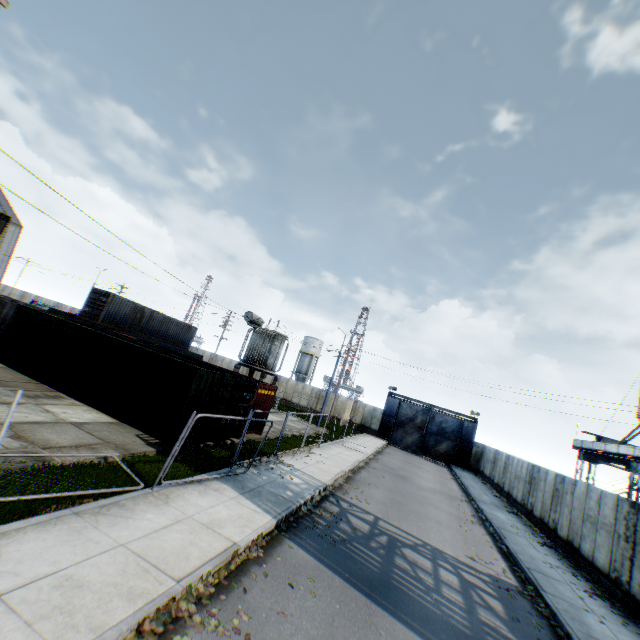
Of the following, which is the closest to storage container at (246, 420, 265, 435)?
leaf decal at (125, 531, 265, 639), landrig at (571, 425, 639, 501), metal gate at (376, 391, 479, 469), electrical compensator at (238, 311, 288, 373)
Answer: electrical compensator at (238, 311, 288, 373)

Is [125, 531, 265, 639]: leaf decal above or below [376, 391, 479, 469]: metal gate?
below

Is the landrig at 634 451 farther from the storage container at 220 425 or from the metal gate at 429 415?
the storage container at 220 425

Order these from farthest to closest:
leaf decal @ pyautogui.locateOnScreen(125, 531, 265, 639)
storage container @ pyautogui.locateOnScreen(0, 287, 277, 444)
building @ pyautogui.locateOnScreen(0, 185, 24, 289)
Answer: building @ pyautogui.locateOnScreen(0, 185, 24, 289) → storage container @ pyautogui.locateOnScreen(0, 287, 277, 444) → leaf decal @ pyautogui.locateOnScreen(125, 531, 265, 639)

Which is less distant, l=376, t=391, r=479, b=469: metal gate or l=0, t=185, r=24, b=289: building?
l=376, t=391, r=479, b=469: metal gate

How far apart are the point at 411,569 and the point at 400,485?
10.7m

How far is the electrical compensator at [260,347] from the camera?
22.3m

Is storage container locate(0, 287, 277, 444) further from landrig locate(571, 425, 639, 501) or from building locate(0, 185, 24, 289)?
building locate(0, 185, 24, 289)
